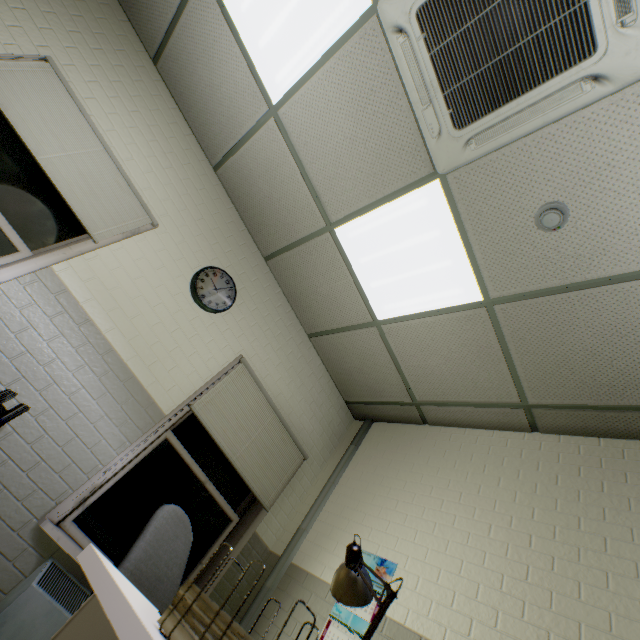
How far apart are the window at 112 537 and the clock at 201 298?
1.0 meters

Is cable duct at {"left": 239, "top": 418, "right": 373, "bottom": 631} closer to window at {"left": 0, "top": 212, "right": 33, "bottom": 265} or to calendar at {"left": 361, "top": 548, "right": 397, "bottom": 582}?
calendar at {"left": 361, "top": 548, "right": 397, "bottom": 582}

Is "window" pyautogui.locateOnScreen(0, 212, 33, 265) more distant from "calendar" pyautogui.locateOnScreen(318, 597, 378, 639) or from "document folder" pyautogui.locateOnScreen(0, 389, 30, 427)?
"calendar" pyautogui.locateOnScreen(318, 597, 378, 639)

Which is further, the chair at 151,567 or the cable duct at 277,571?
the cable duct at 277,571

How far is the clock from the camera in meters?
2.8 m

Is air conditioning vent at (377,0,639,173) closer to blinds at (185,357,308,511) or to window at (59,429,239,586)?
blinds at (185,357,308,511)

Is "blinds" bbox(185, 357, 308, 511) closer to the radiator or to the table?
the radiator

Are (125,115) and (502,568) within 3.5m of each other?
no
